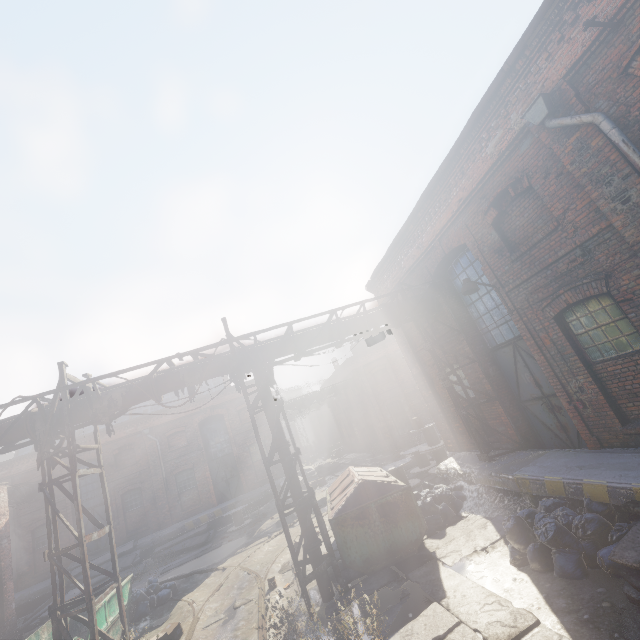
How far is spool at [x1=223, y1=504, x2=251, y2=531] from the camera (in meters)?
19.08

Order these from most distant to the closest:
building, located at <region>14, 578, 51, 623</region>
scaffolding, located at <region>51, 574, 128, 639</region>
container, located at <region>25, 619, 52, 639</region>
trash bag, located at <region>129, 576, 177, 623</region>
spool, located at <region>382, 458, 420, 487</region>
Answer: building, located at <region>14, 578, 51, 623</region> → spool, located at <region>382, 458, 420, 487</region> → trash bag, located at <region>129, 576, 177, 623</region> → container, located at <region>25, 619, 52, 639</region> → scaffolding, located at <region>51, 574, 128, 639</region>

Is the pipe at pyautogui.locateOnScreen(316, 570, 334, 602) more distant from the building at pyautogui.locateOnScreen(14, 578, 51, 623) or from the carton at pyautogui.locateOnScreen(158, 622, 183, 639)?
the building at pyautogui.locateOnScreen(14, 578, 51, 623)

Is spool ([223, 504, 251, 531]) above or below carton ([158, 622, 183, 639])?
above

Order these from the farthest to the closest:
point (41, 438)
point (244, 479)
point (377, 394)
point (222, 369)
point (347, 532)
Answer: point (377, 394) → point (244, 479) → point (222, 369) → point (347, 532) → point (41, 438)

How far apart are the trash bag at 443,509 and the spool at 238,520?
12.8m

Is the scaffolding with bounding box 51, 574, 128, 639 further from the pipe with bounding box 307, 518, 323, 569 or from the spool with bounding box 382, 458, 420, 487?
the spool with bounding box 382, 458, 420, 487

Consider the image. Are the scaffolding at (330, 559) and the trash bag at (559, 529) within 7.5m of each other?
yes
